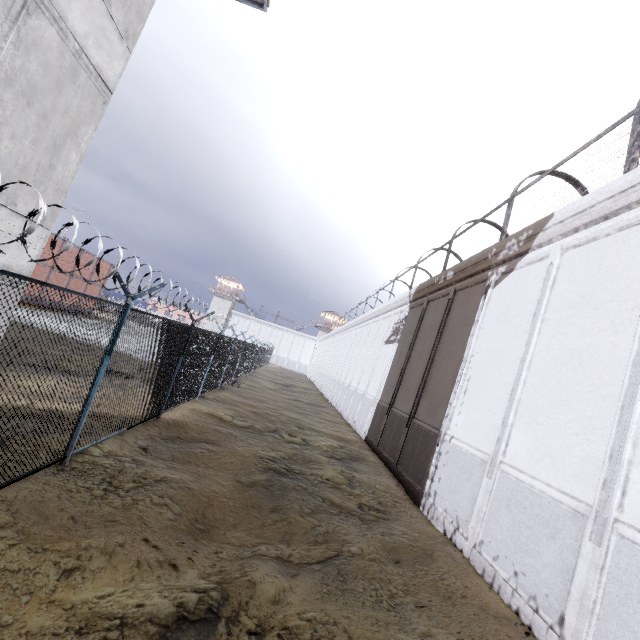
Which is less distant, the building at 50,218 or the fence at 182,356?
the fence at 182,356

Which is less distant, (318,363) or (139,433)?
(139,433)

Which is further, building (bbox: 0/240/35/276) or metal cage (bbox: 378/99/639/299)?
metal cage (bbox: 378/99/639/299)

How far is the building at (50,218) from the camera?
5.76m

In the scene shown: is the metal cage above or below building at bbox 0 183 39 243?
above

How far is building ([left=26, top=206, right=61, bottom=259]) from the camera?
5.8m

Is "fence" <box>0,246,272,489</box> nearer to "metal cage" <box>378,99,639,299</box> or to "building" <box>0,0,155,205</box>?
"building" <box>0,0,155,205</box>
